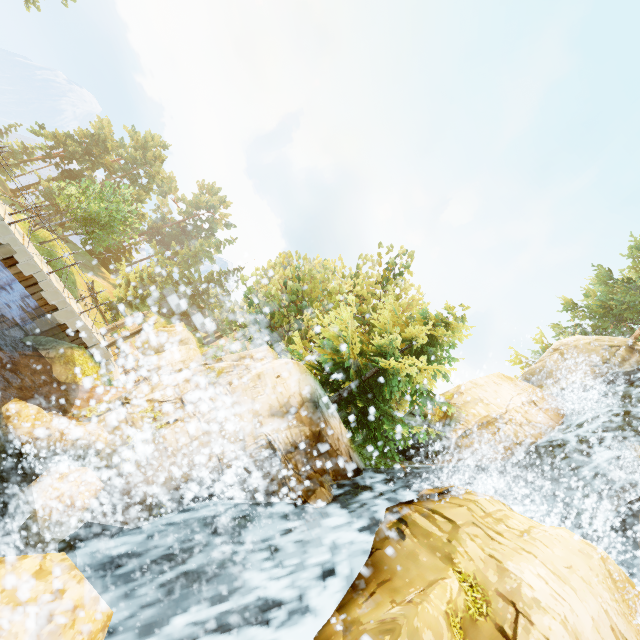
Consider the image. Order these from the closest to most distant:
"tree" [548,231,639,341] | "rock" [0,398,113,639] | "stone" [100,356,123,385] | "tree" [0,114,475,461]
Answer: "rock" [0,398,113,639] → "tree" [0,114,475,461] → "stone" [100,356,123,385] → "tree" [548,231,639,341]

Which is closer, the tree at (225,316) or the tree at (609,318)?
the tree at (225,316)

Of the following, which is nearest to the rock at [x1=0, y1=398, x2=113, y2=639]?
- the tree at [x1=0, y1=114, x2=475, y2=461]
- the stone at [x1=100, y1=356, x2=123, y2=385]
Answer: the tree at [x1=0, y1=114, x2=475, y2=461]

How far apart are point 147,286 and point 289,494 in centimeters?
4813cm

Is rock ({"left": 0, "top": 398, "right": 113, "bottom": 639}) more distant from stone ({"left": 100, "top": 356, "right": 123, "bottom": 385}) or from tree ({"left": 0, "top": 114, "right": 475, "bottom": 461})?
stone ({"left": 100, "top": 356, "right": 123, "bottom": 385})

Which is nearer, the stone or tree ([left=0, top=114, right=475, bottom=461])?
tree ([left=0, top=114, right=475, bottom=461])

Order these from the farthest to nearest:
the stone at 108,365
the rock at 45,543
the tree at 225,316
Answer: the stone at 108,365 → the tree at 225,316 → the rock at 45,543
